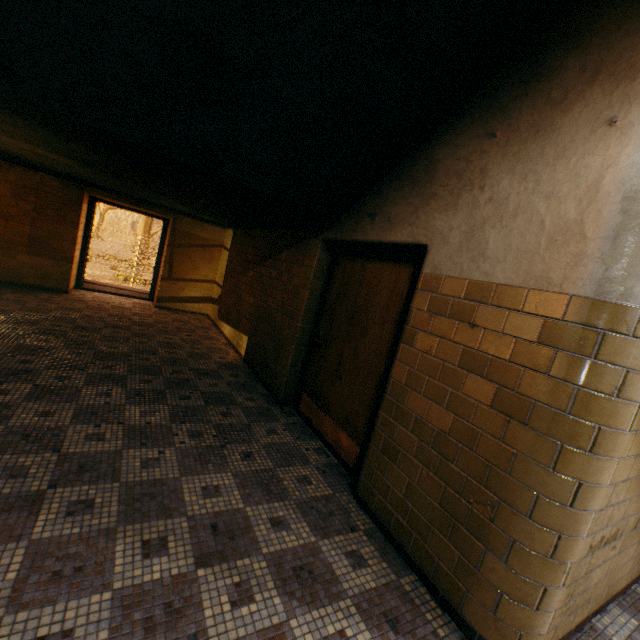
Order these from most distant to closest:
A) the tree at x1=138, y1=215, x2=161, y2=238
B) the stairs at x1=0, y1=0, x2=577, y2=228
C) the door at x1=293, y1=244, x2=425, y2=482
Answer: the tree at x1=138, y1=215, x2=161, y2=238, the door at x1=293, y1=244, x2=425, y2=482, the stairs at x1=0, y1=0, x2=577, y2=228

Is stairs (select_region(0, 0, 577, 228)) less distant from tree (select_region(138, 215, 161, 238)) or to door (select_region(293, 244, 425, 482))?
door (select_region(293, 244, 425, 482))

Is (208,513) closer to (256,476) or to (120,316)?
(256,476)

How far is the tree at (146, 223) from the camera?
33.4 meters

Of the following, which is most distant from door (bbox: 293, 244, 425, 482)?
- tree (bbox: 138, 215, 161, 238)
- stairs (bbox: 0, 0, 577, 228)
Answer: tree (bbox: 138, 215, 161, 238)

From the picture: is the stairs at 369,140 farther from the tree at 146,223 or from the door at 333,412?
the tree at 146,223
